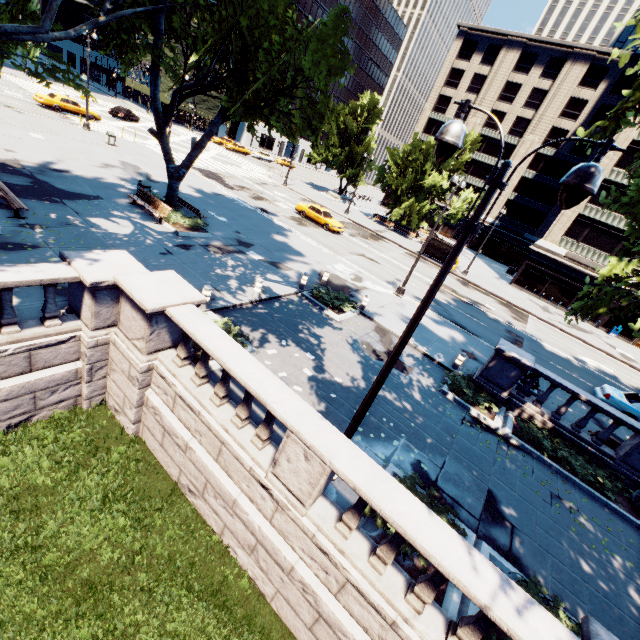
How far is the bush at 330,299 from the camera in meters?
15.1

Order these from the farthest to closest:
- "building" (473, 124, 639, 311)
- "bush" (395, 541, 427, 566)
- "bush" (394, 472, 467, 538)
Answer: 1. "building" (473, 124, 639, 311)
2. "bush" (394, 472, 467, 538)
3. "bush" (395, 541, 427, 566)

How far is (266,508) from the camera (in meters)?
6.22

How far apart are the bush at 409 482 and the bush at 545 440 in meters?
5.6

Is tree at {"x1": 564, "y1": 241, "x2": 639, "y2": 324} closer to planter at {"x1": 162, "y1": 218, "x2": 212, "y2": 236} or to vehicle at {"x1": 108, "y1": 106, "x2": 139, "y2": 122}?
planter at {"x1": 162, "y1": 218, "x2": 212, "y2": 236}

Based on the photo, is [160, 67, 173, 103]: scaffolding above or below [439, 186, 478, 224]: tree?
above

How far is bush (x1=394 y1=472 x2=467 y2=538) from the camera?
7.10m

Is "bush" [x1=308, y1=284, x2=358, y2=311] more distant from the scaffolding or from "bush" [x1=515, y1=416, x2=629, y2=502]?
the scaffolding
